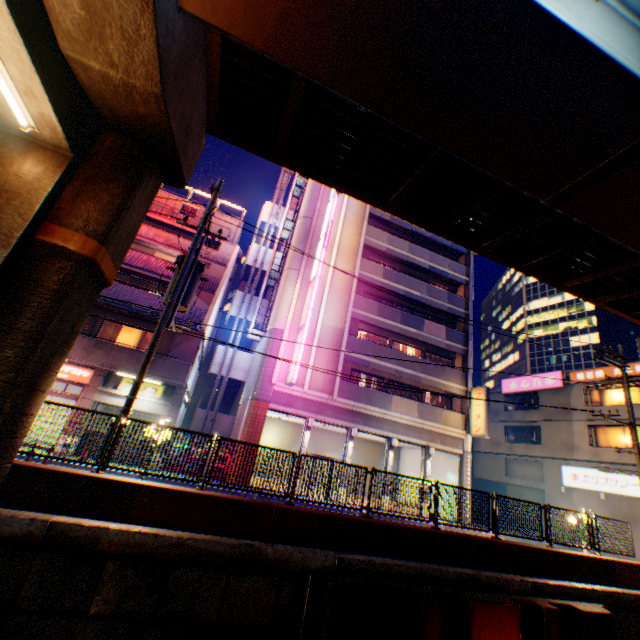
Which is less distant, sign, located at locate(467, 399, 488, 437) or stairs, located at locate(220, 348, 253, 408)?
sign, located at locate(467, 399, 488, 437)

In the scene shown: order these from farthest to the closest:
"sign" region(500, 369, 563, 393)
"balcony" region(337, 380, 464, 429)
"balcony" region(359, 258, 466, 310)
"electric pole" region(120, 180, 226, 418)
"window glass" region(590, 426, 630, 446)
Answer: "sign" region(500, 369, 563, 393), "balcony" region(359, 258, 466, 310), "window glass" region(590, 426, 630, 446), "balcony" region(337, 380, 464, 429), "electric pole" region(120, 180, 226, 418)

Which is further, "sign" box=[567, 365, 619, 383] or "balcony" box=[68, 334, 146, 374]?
"sign" box=[567, 365, 619, 383]

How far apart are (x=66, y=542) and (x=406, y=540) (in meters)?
7.78

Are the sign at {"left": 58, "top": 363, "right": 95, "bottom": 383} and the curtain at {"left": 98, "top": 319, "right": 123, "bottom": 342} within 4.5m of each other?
yes

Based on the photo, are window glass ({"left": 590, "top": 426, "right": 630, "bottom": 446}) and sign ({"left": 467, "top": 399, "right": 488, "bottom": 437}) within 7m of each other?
no

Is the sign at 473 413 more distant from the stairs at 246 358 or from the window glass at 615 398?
the stairs at 246 358

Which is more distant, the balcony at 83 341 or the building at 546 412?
the building at 546 412
